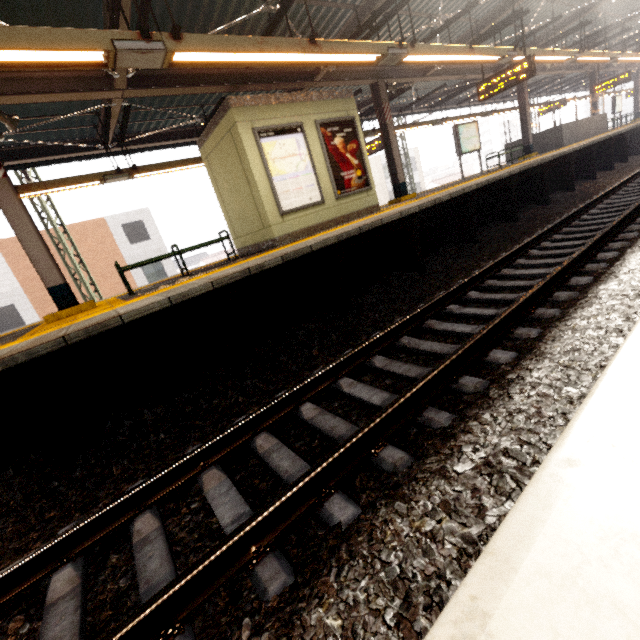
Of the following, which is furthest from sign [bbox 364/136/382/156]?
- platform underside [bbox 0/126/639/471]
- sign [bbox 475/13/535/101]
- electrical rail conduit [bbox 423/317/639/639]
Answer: electrical rail conduit [bbox 423/317/639/639]

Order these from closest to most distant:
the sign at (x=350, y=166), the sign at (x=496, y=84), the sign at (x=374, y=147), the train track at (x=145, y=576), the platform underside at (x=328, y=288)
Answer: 1. the train track at (x=145, y=576)
2. the platform underside at (x=328, y=288)
3. the sign at (x=350, y=166)
4. the sign at (x=496, y=84)
5. the sign at (x=374, y=147)

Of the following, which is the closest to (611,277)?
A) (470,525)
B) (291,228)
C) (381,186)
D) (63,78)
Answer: (470,525)

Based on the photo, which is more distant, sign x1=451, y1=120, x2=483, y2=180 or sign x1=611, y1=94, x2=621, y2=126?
sign x1=611, y1=94, x2=621, y2=126

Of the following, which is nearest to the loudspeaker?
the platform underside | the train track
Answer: the platform underside

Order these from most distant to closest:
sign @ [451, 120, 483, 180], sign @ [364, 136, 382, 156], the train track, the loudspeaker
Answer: sign @ [364, 136, 382, 156] → sign @ [451, 120, 483, 180] → the loudspeaker → the train track

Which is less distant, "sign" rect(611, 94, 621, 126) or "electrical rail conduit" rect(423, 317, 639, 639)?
"electrical rail conduit" rect(423, 317, 639, 639)

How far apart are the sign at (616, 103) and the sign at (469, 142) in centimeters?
1808cm
